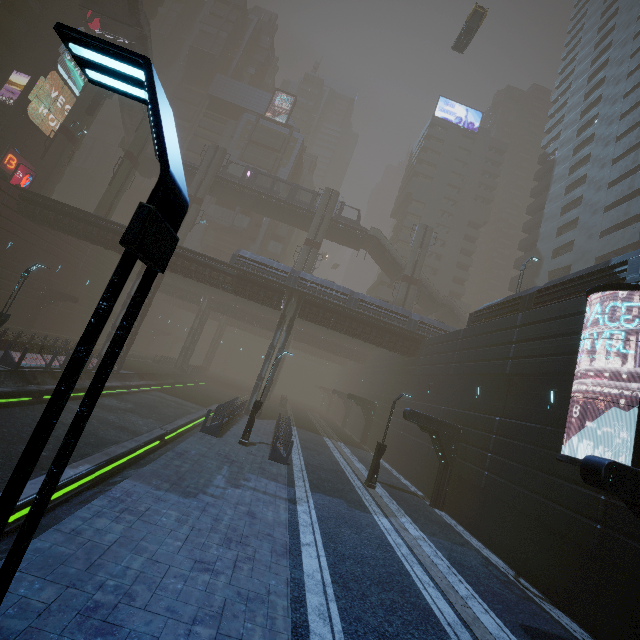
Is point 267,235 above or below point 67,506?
above

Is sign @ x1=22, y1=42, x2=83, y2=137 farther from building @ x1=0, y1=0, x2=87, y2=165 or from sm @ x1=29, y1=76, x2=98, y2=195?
sm @ x1=29, y1=76, x2=98, y2=195

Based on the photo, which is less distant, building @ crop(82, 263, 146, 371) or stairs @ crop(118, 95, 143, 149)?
building @ crop(82, 263, 146, 371)

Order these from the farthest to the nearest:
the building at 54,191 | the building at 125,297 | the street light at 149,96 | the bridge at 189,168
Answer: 1. the bridge at 189,168
2. the building at 54,191
3. the building at 125,297
4. the street light at 149,96

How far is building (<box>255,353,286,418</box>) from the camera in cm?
2852

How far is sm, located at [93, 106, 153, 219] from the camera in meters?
35.2

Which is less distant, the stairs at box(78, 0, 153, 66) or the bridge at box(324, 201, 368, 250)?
the stairs at box(78, 0, 153, 66)

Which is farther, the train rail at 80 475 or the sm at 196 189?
the sm at 196 189
